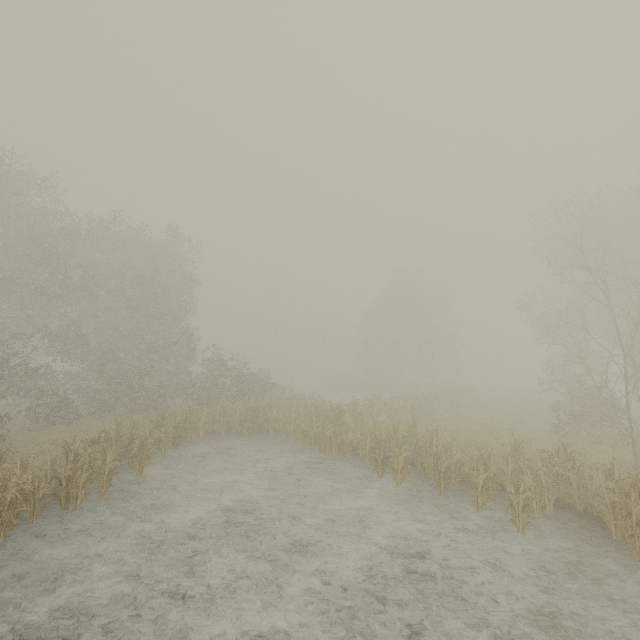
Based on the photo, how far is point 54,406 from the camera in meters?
19.6 m
